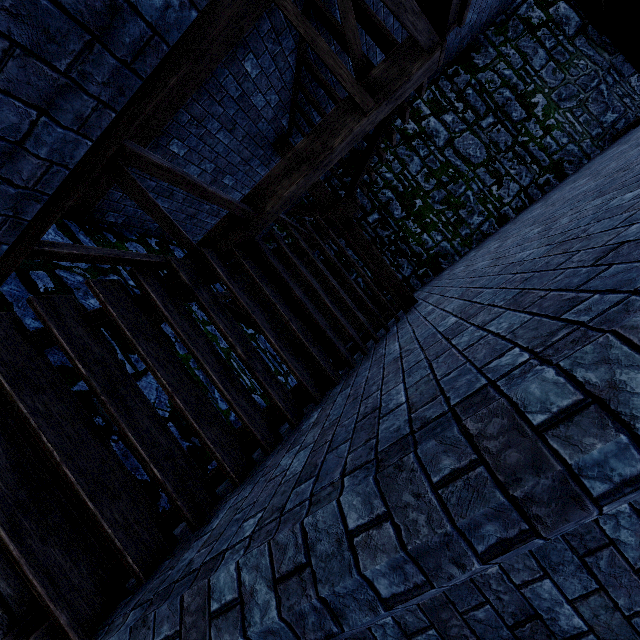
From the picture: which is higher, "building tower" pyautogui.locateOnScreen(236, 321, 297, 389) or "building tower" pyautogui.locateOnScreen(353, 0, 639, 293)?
"building tower" pyautogui.locateOnScreen(353, 0, 639, 293)

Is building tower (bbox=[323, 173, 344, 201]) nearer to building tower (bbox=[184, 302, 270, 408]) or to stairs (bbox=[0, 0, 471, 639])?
stairs (bbox=[0, 0, 471, 639])

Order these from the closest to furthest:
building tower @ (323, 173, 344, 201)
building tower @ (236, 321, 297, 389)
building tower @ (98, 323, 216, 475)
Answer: building tower @ (98, 323, 216, 475) → building tower @ (236, 321, 297, 389) → building tower @ (323, 173, 344, 201)

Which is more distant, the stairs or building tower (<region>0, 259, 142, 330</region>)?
building tower (<region>0, 259, 142, 330</region>)

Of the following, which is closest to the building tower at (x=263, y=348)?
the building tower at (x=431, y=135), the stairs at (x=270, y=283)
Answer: the stairs at (x=270, y=283)

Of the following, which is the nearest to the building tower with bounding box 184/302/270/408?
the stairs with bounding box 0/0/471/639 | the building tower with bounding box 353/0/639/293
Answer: the stairs with bounding box 0/0/471/639

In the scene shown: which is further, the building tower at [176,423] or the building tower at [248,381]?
the building tower at [248,381]

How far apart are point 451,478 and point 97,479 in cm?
233
